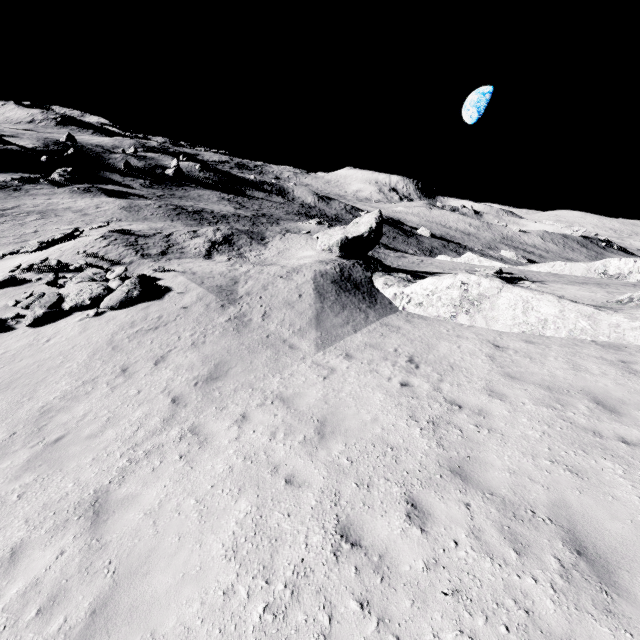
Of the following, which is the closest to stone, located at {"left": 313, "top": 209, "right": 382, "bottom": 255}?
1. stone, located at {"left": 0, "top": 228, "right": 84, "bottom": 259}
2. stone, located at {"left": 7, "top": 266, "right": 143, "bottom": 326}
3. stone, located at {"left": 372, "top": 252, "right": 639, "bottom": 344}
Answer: stone, located at {"left": 372, "top": 252, "right": 639, "bottom": 344}

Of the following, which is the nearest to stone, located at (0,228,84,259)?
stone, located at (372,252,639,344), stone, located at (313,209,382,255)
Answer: stone, located at (313,209,382,255)

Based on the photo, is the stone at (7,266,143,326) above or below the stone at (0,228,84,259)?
above

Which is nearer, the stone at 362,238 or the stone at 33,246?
the stone at 362,238

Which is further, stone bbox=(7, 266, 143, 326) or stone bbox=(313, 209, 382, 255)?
stone bbox=(313, 209, 382, 255)

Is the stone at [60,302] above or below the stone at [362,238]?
below

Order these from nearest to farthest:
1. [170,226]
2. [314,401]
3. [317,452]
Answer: [317,452]
[314,401]
[170,226]

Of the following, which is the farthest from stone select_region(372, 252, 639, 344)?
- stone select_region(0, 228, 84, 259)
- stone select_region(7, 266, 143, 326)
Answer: stone select_region(0, 228, 84, 259)
